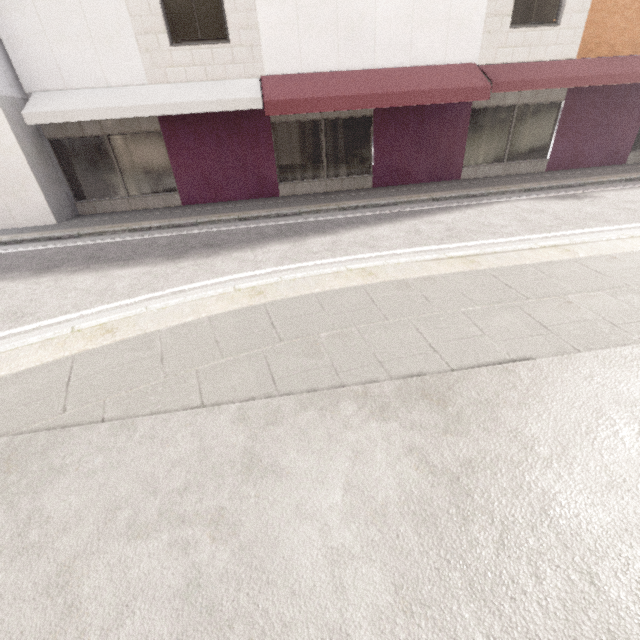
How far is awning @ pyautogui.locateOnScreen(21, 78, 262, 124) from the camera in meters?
7.7 m

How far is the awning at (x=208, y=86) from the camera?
7.71m

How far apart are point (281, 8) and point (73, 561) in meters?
10.9
